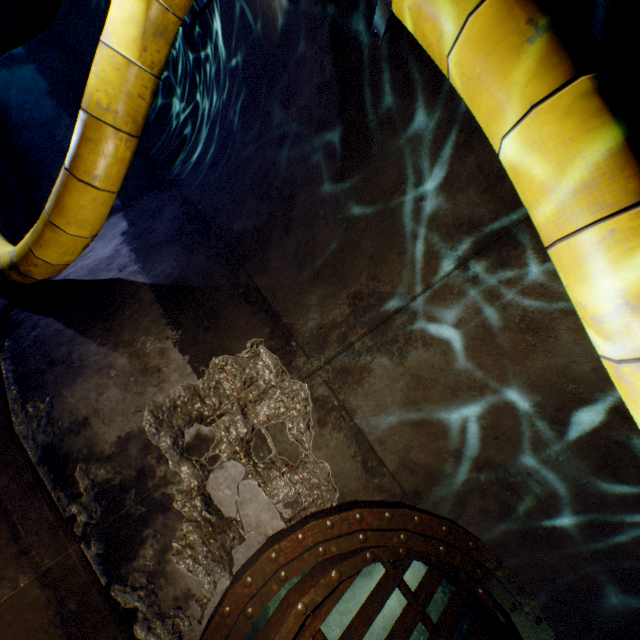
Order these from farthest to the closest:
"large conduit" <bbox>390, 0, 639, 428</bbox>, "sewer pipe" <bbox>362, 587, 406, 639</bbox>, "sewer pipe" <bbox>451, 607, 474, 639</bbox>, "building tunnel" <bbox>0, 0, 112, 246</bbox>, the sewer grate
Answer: "building tunnel" <bbox>0, 0, 112, 246</bbox>, "sewer pipe" <bbox>362, 587, 406, 639</bbox>, "sewer pipe" <bbox>451, 607, 474, 639</bbox>, the sewer grate, "large conduit" <bbox>390, 0, 639, 428</bbox>

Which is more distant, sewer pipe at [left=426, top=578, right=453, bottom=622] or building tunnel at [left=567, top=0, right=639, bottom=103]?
sewer pipe at [left=426, top=578, right=453, bottom=622]

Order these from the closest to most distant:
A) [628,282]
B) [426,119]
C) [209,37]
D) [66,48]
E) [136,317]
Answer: [628,282]
[426,119]
[136,317]
[209,37]
[66,48]

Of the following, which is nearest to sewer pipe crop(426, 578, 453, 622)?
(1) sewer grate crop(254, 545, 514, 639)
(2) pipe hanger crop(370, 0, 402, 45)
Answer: (1) sewer grate crop(254, 545, 514, 639)

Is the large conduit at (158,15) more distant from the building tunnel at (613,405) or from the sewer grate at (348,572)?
the sewer grate at (348,572)

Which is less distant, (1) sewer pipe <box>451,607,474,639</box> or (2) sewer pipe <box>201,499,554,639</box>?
(2) sewer pipe <box>201,499,554,639</box>

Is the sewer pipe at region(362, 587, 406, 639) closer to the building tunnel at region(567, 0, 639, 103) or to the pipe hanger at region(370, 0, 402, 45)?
the building tunnel at region(567, 0, 639, 103)

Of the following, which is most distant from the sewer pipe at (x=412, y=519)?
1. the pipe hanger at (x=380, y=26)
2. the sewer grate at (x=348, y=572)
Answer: the pipe hanger at (x=380, y=26)
